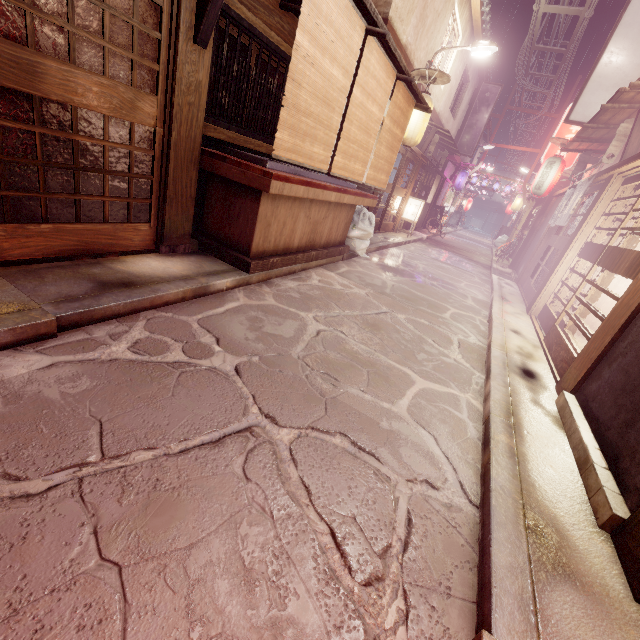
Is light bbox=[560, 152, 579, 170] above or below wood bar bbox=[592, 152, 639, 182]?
above

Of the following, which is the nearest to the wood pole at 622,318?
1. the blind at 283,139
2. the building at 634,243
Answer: → the building at 634,243

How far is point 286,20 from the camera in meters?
7.9

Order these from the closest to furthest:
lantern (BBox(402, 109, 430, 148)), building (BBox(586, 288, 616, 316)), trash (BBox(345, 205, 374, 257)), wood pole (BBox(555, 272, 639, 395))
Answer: wood pole (BBox(555, 272, 639, 395)) < building (BBox(586, 288, 616, 316)) < trash (BBox(345, 205, 374, 257)) < lantern (BBox(402, 109, 430, 148))

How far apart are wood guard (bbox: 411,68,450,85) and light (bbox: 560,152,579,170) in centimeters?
960cm

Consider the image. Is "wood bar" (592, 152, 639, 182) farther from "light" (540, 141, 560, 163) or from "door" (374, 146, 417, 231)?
"door" (374, 146, 417, 231)

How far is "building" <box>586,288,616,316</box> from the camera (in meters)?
11.28

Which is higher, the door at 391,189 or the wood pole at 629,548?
the door at 391,189
